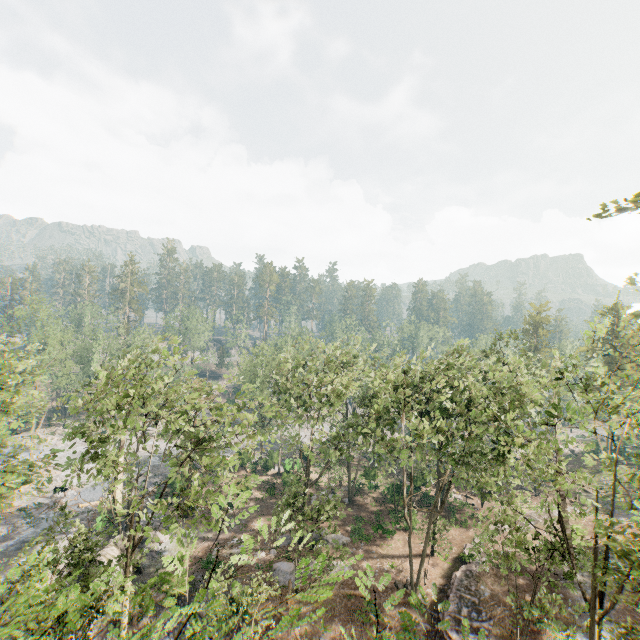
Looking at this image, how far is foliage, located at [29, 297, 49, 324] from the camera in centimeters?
4278cm

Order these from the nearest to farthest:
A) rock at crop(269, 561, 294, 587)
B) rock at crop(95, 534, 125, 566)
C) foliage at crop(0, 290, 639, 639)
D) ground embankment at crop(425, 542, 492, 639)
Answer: foliage at crop(0, 290, 639, 639) → ground embankment at crop(425, 542, 492, 639) → rock at crop(95, 534, 125, 566) → rock at crop(269, 561, 294, 587)

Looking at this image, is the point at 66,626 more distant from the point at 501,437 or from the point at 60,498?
the point at 60,498

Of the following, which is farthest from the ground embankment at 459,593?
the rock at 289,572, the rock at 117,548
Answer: the rock at 117,548

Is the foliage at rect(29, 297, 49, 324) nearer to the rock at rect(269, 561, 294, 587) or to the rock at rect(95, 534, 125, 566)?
the rock at rect(95, 534, 125, 566)

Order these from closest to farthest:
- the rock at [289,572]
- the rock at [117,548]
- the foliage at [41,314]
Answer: the rock at [117,548], the rock at [289,572], the foliage at [41,314]

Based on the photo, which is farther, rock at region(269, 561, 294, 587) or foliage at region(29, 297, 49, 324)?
foliage at region(29, 297, 49, 324)

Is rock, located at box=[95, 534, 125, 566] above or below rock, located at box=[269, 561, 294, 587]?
above
